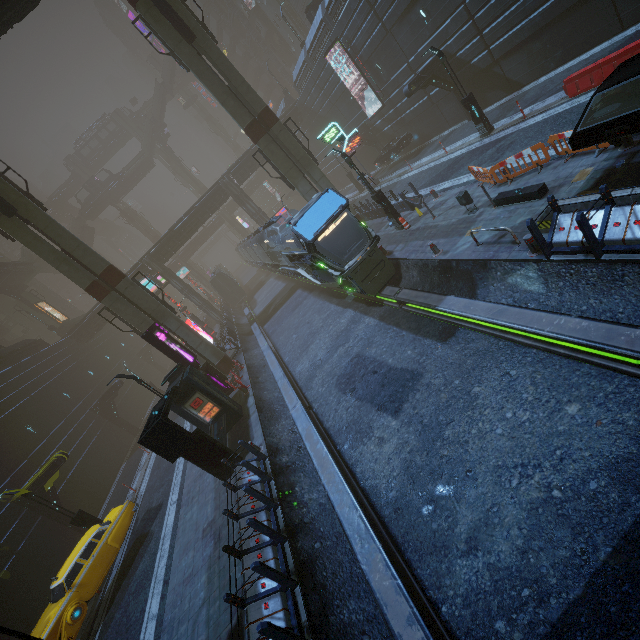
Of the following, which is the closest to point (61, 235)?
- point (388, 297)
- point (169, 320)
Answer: point (169, 320)

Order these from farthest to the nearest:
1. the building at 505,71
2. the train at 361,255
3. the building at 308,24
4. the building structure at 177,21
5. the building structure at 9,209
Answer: the building at 308,24 → the building structure at 177,21 → the building structure at 9,209 → the building at 505,71 → the train at 361,255

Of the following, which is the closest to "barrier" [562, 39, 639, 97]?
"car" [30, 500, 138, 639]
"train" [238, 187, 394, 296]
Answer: "train" [238, 187, 394, 296]

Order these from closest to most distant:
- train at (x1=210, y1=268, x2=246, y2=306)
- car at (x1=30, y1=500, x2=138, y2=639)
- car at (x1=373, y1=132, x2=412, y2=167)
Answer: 1. car at (x1=30, y1=500, x2=138, y2=639)
2. car at (x1=373, y1=132, x2=412, y2=167)
3. train at (x1=210, y1=268, x2=246, y2=306)

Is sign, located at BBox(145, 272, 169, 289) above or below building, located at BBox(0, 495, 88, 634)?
above

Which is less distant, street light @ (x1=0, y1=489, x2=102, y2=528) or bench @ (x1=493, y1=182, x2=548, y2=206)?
bench @ (x1=493, y1=182, x2=548, y2=206)

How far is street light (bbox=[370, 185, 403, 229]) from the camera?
17.1 meters

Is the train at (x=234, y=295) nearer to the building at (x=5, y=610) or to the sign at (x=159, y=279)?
the building at (x=5, y=610)
